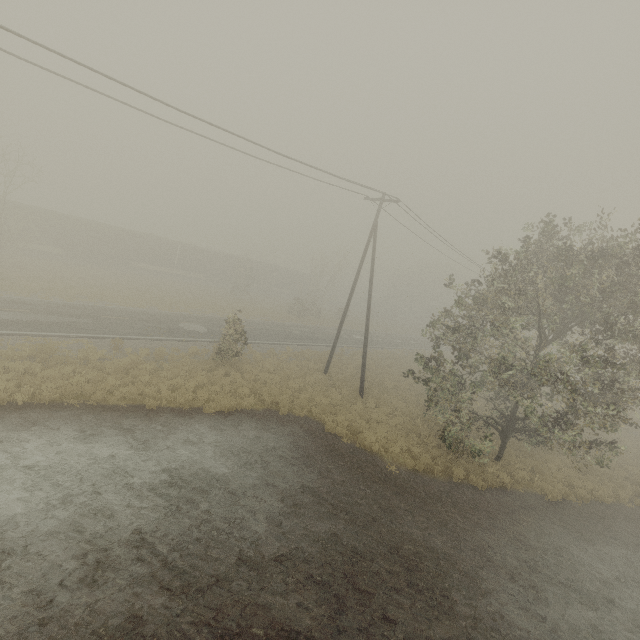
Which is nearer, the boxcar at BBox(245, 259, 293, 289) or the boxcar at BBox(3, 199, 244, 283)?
the boxcar at BBox(3, 199, 244, 283)

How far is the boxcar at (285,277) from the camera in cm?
5434

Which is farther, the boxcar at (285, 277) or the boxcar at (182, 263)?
the boxcar at (285, 277)

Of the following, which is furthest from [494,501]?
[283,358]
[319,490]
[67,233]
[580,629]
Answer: [67,233]

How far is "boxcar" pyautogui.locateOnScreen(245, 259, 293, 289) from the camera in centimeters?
5434cm
